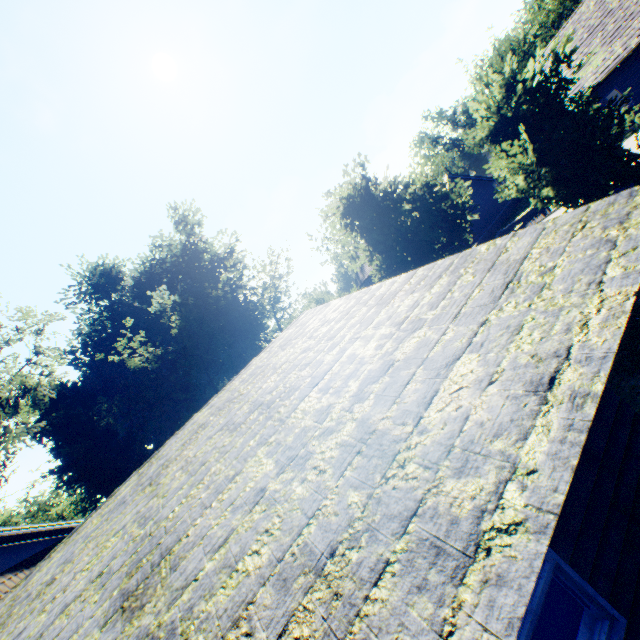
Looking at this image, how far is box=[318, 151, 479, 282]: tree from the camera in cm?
1184

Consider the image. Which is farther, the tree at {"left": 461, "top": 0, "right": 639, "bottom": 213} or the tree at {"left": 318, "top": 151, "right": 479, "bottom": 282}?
the tree at {"left": 318, "top": 151, "right": 479, "bottom": 282}

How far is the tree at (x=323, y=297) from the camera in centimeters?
2083cm

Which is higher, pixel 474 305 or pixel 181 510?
pixel 181 510

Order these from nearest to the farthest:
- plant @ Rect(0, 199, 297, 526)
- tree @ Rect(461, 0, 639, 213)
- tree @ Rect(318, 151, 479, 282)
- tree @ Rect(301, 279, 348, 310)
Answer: tree @ Rect(461, 0, 639, 213), tree @ Rect(318, 151, 479, 282), tree @ Rect(301, 279, 348, 310), plant @ Rect(0, 199, 297, 526)

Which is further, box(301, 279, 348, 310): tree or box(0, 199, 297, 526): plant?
box(0, 199, 297, 526): plant
